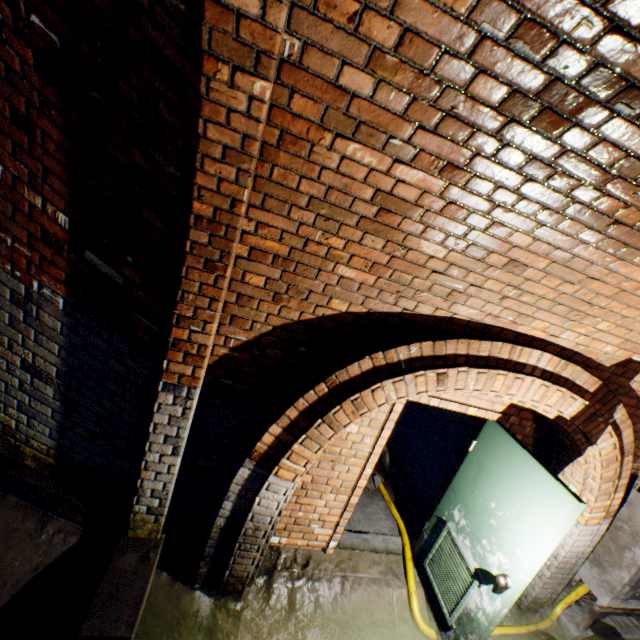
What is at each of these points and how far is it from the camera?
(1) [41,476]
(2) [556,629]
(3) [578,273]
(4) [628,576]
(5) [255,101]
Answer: (1) building tunnel, 2.6m
(2) building tunnel, 3.9m
(3) building tunnel, 2.1m
(4) electrical box, 3.5m
(5) wall archway, 1.3m

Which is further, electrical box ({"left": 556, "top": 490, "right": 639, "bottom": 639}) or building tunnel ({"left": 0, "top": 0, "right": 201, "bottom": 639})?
electrical box ({"left": 556, "top": 490, "right": 639, "bottom": 639})

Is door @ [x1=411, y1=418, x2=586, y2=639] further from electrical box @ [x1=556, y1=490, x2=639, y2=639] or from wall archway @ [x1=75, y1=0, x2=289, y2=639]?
electrical box @ [x1=556, y1=490, x2=639, y2=639]

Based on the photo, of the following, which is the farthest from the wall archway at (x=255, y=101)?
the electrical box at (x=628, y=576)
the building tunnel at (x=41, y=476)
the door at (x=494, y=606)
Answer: the electrical box at (x=628, y=576)

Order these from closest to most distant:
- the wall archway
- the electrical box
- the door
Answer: the wall archway, the door, the electrical box

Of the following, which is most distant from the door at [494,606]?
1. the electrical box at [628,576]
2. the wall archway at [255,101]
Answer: the electrical box at [628,576]

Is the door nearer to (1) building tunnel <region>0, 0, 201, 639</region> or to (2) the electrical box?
(1) building tunnel <region>0, 0, 201, 639</region>
